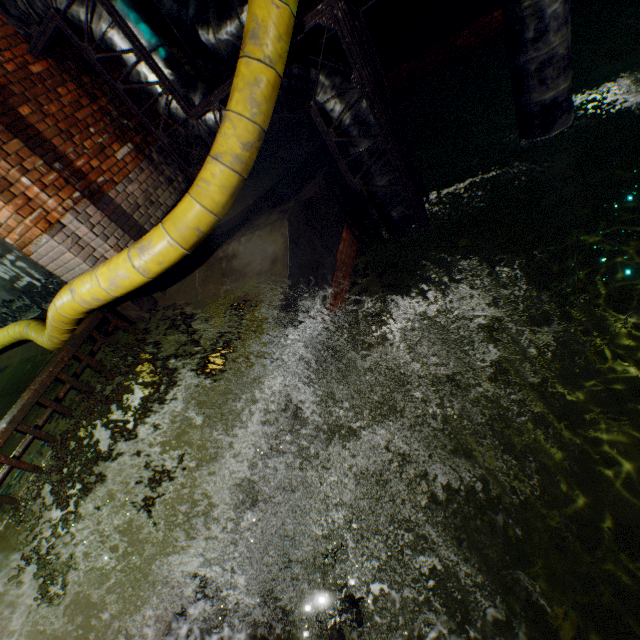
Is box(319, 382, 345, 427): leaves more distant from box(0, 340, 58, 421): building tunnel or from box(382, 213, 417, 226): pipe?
box(0, 340, 58, 421): building tunnel

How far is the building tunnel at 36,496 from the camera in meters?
3.4 m

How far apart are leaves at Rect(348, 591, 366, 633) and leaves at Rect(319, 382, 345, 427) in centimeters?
28cm

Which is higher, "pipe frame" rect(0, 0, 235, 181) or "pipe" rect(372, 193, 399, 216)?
"pipe frame" rect(0, 0, 235, 181)

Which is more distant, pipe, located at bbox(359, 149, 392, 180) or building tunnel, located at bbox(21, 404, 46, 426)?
building tunnel, located at bbox(21, 404, 46, 426)

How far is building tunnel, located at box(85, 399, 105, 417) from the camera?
4.0m

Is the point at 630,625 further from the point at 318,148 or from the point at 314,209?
the point at 318,148

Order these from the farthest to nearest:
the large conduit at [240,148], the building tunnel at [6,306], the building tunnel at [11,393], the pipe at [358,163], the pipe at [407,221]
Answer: the building tunnel at [11,393]
the building tunnel at [6,306]
the pipe at [407,221]
the pipe at [358,163]
the large conduit at [240,148]
